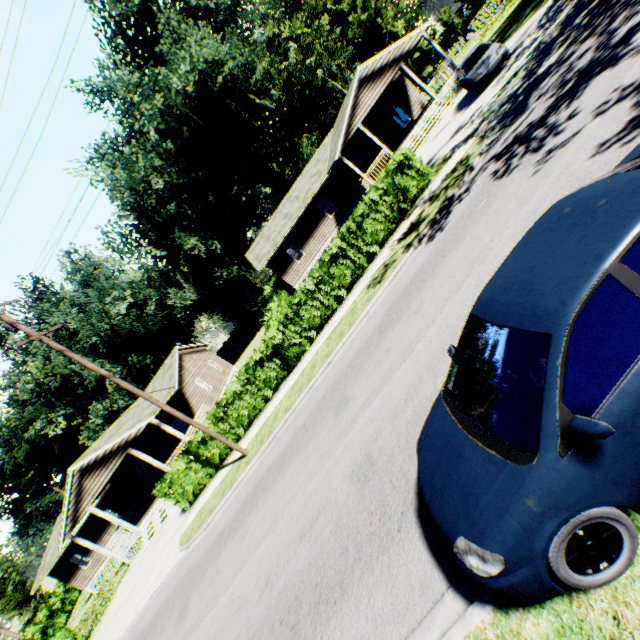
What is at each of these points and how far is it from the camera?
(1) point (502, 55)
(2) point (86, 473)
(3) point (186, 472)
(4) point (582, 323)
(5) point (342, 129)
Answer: (1) car, 15.7m
(2) house, 20.4m
(3) hedge, 16.2m
(4) car, 2.4m
(5) house, 22.6m

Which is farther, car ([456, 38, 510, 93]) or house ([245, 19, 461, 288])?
house ([245, 19, 461, 288])

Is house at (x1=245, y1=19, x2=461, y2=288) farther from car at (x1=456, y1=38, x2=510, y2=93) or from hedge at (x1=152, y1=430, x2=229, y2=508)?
hedge at (x1=152, y1=430, x2=229, y2=508)

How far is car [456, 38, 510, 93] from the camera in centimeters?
1584cm

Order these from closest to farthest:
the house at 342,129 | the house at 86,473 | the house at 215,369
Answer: the house at 86,473 → the house at 342,129 → the house at 215,369

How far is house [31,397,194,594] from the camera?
20.31m

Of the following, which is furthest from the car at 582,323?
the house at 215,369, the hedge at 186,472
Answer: the house at 215,369

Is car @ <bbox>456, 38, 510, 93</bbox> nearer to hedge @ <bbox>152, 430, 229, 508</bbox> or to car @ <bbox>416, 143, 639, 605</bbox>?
car @ <bbox>416, 143, 639, 605</bbox>
